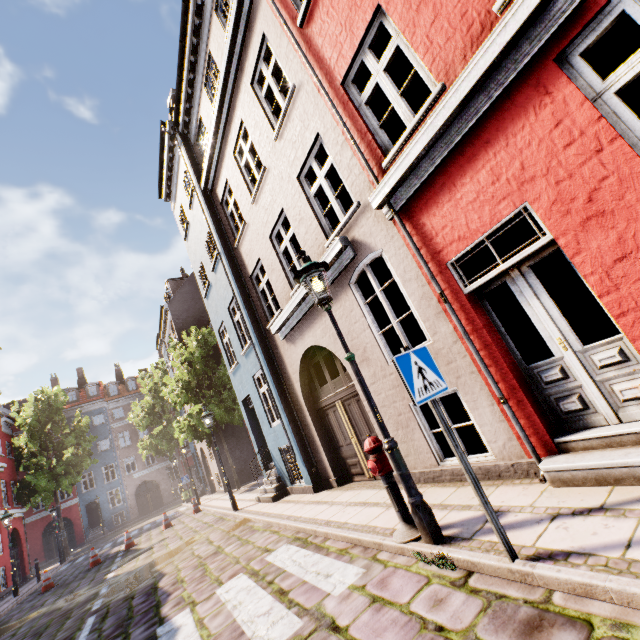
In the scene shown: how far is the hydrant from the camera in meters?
3.8

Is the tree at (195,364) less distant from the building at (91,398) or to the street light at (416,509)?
the building at (91,398)

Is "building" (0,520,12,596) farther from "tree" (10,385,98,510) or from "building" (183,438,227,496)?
"building" (183,438,227,496)

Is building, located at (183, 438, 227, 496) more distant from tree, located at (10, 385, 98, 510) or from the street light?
tree, located at (10, 385, 98, 510)

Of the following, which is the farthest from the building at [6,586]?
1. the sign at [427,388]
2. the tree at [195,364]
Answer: the sign at [427,388]

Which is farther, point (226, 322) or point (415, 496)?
point (226, 322)

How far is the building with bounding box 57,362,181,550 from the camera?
33.2 meters

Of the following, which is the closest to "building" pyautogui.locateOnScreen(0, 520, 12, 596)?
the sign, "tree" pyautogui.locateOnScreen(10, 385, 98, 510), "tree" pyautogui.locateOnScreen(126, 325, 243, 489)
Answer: "tree" pyautogui.locateOnScreen(10, 385, 98, 510)
